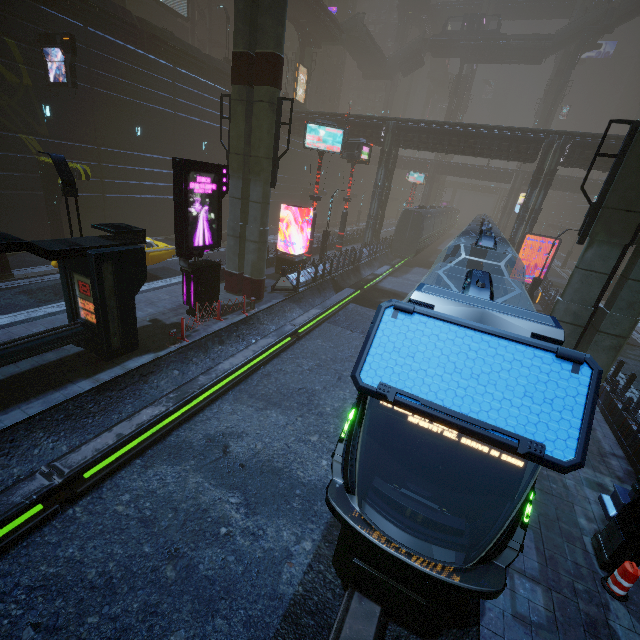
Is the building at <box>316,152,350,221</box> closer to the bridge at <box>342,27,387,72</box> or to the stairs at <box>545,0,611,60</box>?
the stairs at <box>545,0,611,60</box>

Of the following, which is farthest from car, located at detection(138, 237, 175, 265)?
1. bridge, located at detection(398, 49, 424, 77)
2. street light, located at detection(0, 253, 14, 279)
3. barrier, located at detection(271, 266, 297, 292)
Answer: bridge, located at detection(398, 49, 424, 77)

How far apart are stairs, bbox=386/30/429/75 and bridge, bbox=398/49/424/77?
0.0m

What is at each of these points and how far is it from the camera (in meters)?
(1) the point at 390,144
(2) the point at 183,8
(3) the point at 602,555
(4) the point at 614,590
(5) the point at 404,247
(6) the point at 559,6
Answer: (1) building, 30.47
(2) sign, 32.50
(3) street light, 6.28
(4) traffic cone, 5.84
(5) train, 34.09
(6) bridge, 58.50

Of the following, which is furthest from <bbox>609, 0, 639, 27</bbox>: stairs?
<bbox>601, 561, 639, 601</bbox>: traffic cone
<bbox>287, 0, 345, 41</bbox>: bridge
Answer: <bbox>601, 561, 639, 601</bbox>: traffic cone

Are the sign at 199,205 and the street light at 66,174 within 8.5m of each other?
yes

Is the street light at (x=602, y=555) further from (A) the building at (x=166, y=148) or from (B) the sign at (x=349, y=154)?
(B) the sign at (x=349, y=154)

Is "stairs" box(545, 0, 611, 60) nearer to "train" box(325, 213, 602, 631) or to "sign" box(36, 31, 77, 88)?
"train" box(325, 213, 602, 631)
